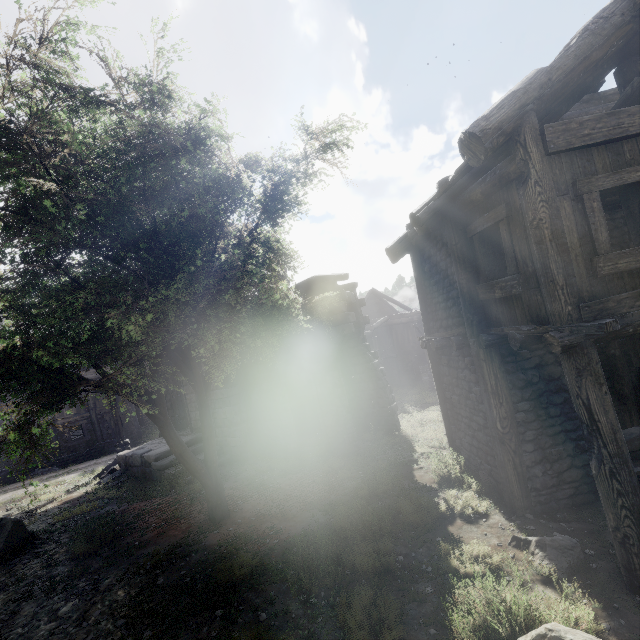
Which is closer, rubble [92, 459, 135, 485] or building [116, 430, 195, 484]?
building [116, 430, 195, 484]

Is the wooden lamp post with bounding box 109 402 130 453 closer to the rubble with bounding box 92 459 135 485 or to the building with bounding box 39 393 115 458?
the rubble with bounding box 92 459 135 485

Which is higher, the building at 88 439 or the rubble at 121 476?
the building at 88 439

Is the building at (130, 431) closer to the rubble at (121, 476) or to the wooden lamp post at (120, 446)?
the rubble at (121, 476)

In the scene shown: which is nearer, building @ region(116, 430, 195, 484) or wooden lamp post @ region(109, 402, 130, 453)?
building @ region(116, 430, 195, 484)

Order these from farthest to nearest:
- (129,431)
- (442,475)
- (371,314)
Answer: (371,314)
(129,431)
(442,475)

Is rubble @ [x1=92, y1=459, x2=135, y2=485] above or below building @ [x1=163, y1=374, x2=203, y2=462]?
below
